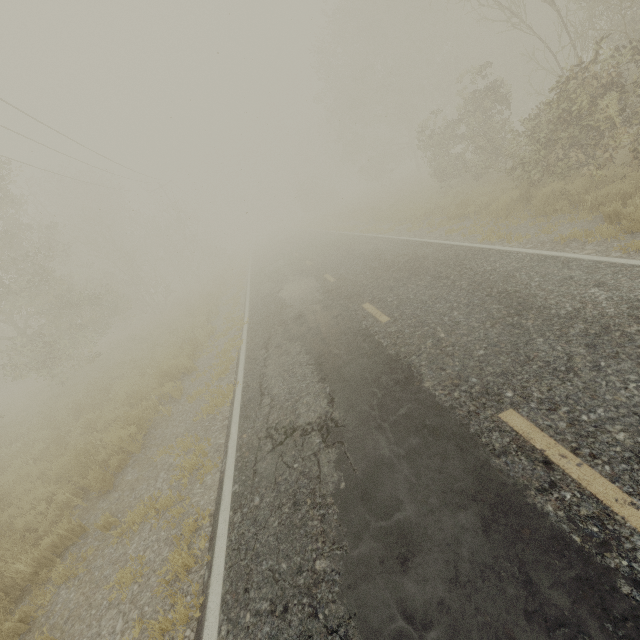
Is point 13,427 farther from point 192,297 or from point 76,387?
point 192,297

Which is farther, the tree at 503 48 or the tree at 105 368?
the tree at 105 368

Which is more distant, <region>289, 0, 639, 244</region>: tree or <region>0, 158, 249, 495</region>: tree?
<region>0, 158, 249, 495</region>: tree
